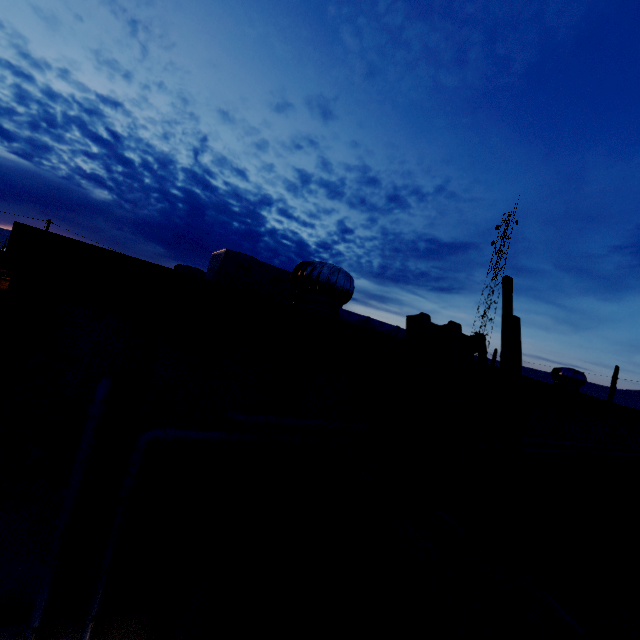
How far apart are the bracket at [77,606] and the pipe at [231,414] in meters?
0.1 m

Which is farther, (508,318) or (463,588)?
(508,318)

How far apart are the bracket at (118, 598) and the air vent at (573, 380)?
7.68m

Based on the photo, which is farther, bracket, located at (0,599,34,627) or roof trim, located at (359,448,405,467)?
roof trim, located at (359,448,405,467)

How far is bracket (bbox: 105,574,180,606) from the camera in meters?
1.5 m

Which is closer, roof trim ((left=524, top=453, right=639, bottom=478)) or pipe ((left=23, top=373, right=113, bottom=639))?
pipe ((left=23, top=373, right=113, bottom=639))

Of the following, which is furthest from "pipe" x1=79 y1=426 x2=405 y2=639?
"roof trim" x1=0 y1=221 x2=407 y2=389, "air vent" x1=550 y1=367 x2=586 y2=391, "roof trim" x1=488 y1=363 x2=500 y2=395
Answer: "air vent" x1=550 y1=367 x2=586 y2=391

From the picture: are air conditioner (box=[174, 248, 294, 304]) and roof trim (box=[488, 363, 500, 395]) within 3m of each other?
no
